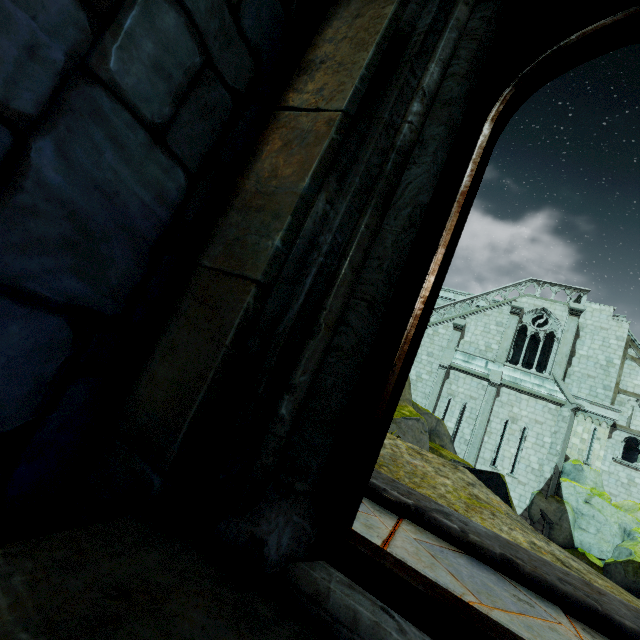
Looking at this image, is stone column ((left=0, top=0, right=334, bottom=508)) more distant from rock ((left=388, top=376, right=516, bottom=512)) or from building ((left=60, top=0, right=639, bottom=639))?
rock ((left=388, top=376, right=516, bottom=512))

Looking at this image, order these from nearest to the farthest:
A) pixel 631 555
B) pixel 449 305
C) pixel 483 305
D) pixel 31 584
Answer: pixel 31 584 → pixel 631 555 → pixel 449 305 → pixel 483 305

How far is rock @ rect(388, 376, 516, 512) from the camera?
7.1m

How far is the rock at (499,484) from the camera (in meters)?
7.14

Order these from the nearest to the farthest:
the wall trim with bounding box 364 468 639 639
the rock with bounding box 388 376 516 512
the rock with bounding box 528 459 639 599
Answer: the wall trim with bounding box 364 468 639 639 < the rock with bounding box 388 376 516 512 < the rock with bounding box 528 459 639 599

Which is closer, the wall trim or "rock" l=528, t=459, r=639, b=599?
the wall trim

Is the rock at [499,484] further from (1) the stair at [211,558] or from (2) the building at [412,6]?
(1) the stair at [211,558]

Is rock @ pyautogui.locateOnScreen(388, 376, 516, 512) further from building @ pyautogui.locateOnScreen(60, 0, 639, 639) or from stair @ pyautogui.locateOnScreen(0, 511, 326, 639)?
stair @ pyautogui.locateOnScreen(0, 511, 326, 639)
